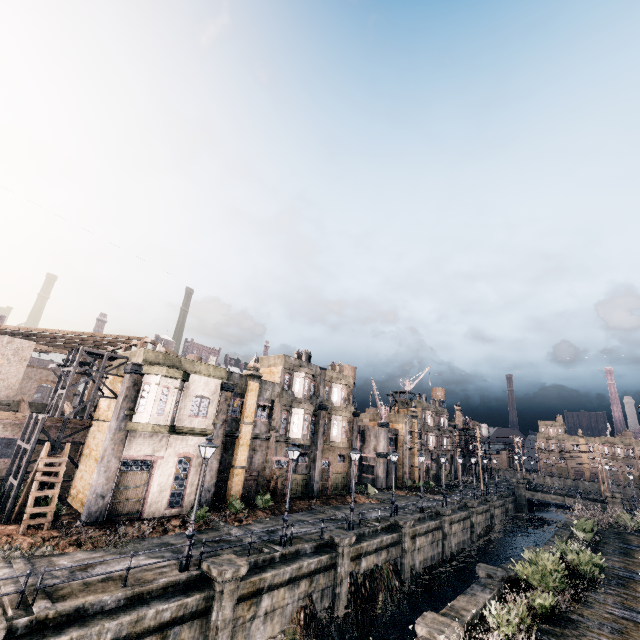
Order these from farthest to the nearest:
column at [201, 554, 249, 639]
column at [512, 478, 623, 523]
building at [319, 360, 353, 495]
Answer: column at [512, 478, 623, 523] < building at [319, 360, 353, 495] < column at [201, 554, 249, 639]

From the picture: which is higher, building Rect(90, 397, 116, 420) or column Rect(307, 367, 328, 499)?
building Rect(90, 397, 116, 420)

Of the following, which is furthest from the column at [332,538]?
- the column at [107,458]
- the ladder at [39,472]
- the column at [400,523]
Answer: the ladder at [39,472]

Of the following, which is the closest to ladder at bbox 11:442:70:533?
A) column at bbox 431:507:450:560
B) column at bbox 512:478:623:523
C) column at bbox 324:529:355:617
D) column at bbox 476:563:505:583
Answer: column at bbox 324:529:355:617

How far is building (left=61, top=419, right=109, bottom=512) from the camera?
21.66m

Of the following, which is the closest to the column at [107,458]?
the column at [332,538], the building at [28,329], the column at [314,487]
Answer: the building at [28,329]

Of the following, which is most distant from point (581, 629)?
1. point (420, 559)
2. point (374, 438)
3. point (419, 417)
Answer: point (419, 417)
